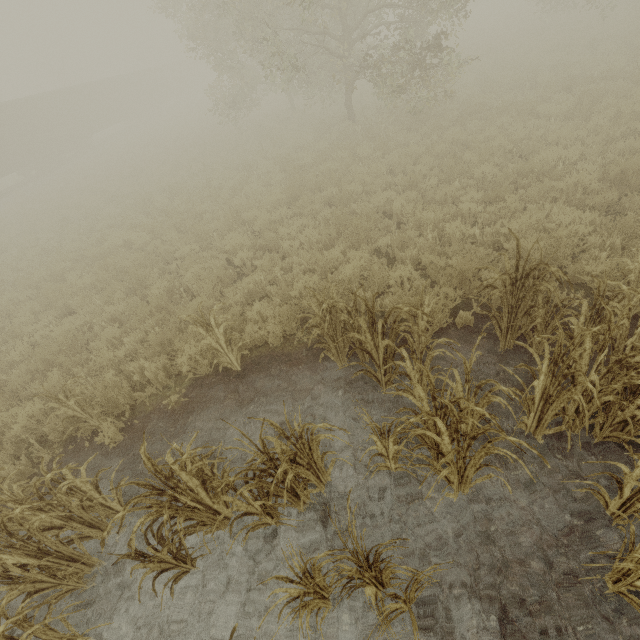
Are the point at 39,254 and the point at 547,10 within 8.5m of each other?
no

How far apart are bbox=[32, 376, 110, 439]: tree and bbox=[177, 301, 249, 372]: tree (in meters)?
2.02

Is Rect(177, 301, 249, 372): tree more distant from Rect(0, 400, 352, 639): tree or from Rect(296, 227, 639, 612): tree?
Rect(296, 227, 639, 612): tree

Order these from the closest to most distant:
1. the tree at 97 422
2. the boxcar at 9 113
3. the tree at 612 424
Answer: the tree at 612 424, the tree at 97 422, the boxcar at 9 113

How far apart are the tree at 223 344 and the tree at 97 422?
2.0 meters

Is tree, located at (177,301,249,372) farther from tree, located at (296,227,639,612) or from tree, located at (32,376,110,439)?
tree, located at (296,227,639,612)

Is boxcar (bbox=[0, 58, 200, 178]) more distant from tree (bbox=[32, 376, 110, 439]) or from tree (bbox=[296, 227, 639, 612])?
tree (bbox=[296, 227, 639, 612])
